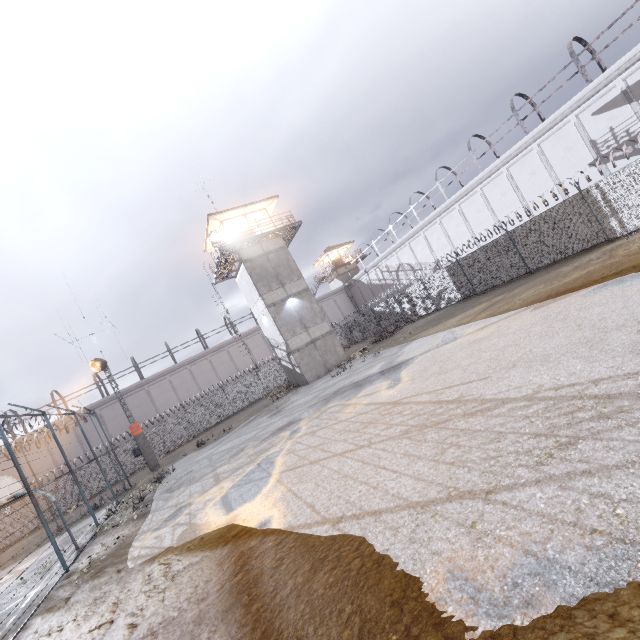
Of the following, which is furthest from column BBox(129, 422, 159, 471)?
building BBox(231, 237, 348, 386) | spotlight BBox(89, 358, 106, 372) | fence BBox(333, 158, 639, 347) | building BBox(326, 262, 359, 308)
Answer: building BBox(326, 262, 359, 308)

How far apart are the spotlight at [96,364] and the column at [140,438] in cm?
455

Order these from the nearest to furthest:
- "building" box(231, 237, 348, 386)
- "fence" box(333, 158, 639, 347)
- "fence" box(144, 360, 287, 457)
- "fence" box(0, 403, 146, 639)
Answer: "fence" box(0, 403, 146, 639), "fence" box(333, 158, 639, 347), "building" box(231, 237, 348, 386), "fence" box(144, 360, 287, 457)

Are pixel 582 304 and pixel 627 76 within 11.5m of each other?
no

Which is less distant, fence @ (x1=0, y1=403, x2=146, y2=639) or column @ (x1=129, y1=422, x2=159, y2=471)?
fence @ (x1=0, y1=403, x2=146, y2=639)

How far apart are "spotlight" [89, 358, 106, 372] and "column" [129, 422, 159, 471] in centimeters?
455cm

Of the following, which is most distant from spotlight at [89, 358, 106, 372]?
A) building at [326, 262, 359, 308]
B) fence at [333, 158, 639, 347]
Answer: building at [326, 262, 359, 308]

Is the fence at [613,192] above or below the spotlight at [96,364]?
below
